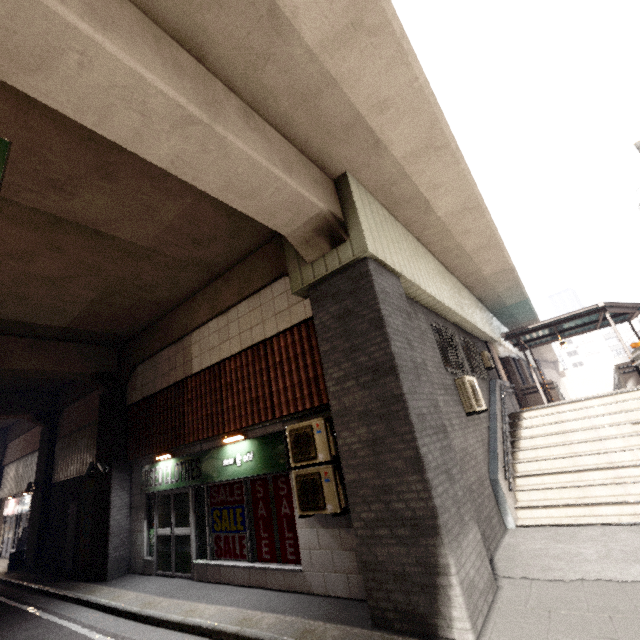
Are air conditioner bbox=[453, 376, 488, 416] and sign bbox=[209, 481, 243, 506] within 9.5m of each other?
yes

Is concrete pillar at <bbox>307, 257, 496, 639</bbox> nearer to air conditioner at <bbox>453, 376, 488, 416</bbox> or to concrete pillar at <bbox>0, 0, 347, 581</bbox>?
concrete pillar at <bbox>0, 0, 347, 581</bbox>

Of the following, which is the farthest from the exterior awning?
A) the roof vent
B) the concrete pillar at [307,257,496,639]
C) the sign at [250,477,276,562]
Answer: the roof vent

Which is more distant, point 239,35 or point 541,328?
point 541,328

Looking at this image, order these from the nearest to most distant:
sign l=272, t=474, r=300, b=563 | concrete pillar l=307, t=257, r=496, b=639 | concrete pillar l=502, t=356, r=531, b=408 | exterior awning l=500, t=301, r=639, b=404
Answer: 1. concrete pillar l=307, t=257, r=496, b=639
2. sign l=272, t=474, r=300, b=563
3. exterior awning l=500, t=301, r=639, b=404
4. concrete pillar l=502, t=356, r=531, b=408

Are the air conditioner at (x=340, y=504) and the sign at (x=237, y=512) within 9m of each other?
yes

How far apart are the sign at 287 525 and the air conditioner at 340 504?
0.50m

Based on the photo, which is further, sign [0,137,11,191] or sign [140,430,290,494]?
sign [140,430,290,494]
